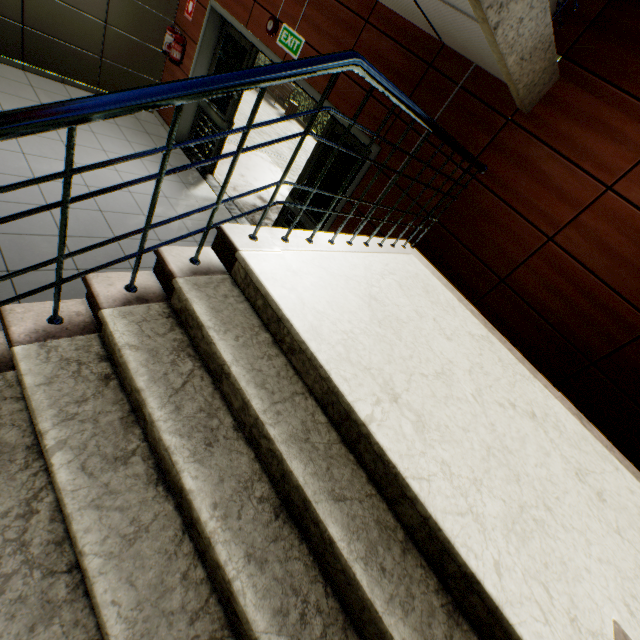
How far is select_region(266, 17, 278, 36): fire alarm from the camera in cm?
422

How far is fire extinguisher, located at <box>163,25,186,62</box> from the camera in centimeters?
541cm

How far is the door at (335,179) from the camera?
4.2 meters

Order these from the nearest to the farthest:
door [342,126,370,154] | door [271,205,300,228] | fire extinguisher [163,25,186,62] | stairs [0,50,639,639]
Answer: stairs [0,50,639,639], door [342,126,370,154], door [271,205,300,228], fire extinguisher [163,25,186,62]

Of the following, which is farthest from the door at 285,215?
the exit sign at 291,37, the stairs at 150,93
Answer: the stairs at 150,93

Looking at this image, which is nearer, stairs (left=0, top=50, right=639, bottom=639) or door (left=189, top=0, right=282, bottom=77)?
stairs (left=0, top=50, right=639, bottom=639)

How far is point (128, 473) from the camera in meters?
1.2 m

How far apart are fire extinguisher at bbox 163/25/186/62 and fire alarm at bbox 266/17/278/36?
2.1m
